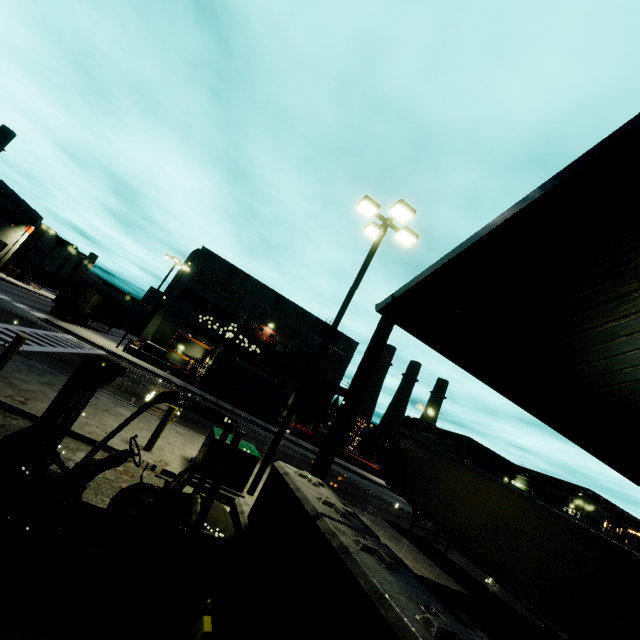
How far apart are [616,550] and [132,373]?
24.1 meters

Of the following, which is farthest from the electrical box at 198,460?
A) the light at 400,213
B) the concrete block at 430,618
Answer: the concrete block at 430,618

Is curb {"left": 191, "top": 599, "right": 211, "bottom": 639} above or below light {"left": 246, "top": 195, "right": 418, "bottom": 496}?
below

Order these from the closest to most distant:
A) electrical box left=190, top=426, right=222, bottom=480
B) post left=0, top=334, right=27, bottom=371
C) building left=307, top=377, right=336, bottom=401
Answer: post left=0, top=334, right=27, bottom=371 → electrical box left=190, top=426, right=222, bottom=480 → building left=307, top=377, right=336, bottom=401

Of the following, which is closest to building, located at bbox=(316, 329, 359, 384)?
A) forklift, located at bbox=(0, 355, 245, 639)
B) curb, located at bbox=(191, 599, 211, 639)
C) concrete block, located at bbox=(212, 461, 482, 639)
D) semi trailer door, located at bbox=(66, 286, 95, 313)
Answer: concrete block, located at bbox=(212, 461, 482, 639)

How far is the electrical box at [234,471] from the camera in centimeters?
816cm

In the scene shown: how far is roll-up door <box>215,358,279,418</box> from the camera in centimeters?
3247cm

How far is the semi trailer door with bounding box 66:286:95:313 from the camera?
31.70m
